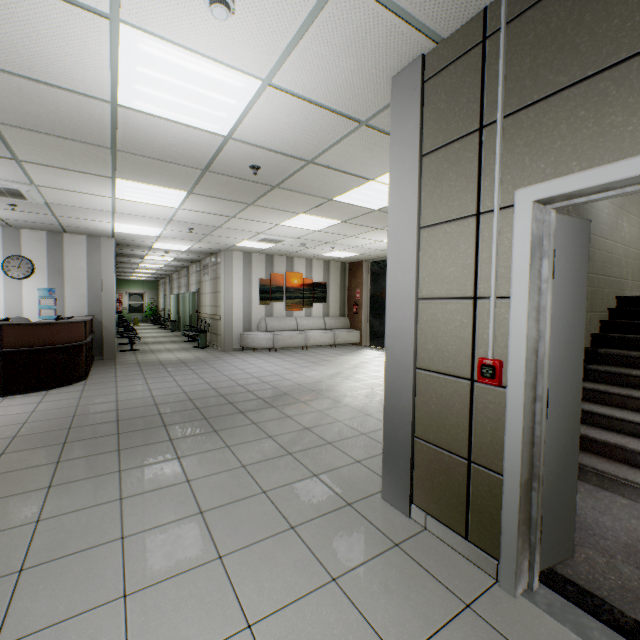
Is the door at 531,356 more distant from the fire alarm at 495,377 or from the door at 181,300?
the door at 181,300

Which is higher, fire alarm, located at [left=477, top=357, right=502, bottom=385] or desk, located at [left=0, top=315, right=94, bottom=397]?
A: fire alarm, located at [left=477, top=357, right=502, bottom=385]

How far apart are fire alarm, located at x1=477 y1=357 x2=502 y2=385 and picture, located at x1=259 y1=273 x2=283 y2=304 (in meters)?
9.58

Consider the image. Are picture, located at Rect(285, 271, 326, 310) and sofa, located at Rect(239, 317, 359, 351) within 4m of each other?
yes

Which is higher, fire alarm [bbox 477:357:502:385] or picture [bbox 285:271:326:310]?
picture [bbox 285:271:326:310]

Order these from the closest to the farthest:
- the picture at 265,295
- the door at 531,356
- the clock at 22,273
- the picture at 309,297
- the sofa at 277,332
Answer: the door at 531,356, the clock at 22,273, the sofa at 277,332, the picture at 265,295, the picture at 309,297

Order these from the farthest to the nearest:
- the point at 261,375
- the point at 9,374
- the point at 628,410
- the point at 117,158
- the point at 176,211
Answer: the point at 261,375 < the point at 176,211 < the point at 9,374 < the point at 117,158 < the point at 628,410

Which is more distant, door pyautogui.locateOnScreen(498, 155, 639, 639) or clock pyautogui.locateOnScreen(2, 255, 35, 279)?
clock pyautogui.locateOnScreen(2, 255, 35, 279)
